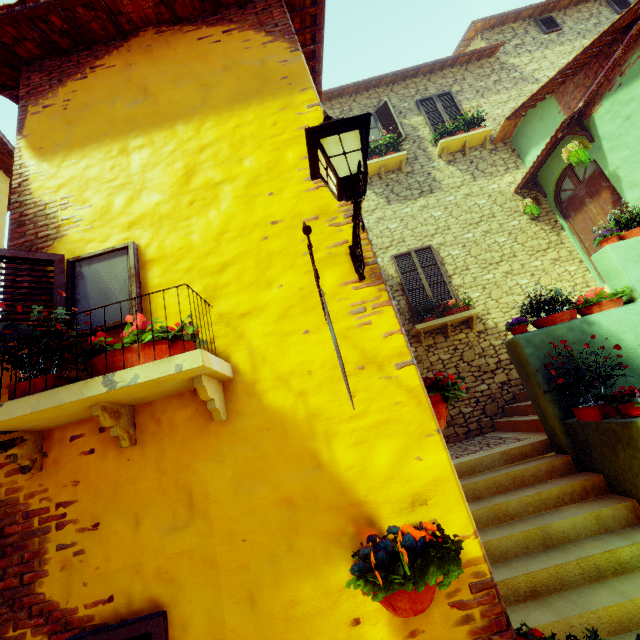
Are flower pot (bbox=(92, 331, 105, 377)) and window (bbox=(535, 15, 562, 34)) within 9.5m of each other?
no

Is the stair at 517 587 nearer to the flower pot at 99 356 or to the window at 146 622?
the window at 146 622

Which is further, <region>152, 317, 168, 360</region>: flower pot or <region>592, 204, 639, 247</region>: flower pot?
<region>592, 204, 639, 247</region>: flower pot

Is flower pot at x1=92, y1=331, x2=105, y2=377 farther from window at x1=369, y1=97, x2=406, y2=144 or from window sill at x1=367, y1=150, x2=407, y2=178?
window at x1=369, y1=97, x2=406, y2=144

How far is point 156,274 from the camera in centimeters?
252cm

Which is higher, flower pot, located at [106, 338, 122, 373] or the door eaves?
the door eaves

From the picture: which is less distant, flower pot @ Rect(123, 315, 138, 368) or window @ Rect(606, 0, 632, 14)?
flower pot @ Rect(123, 315, 138, 368)

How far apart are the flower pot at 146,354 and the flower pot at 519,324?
5.06m
